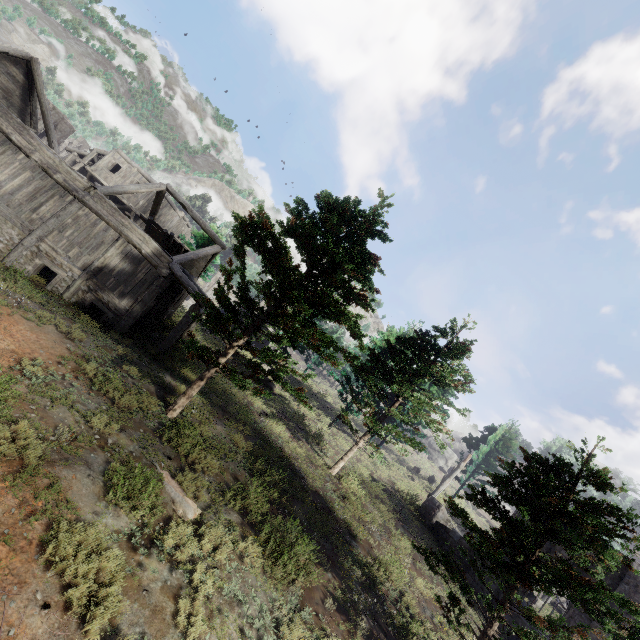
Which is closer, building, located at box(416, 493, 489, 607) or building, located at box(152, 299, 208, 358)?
building, located at box(152, 299, 208, 358)

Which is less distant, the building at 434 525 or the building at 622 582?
the building at 622 582

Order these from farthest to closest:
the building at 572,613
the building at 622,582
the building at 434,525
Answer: the building at 434,525, the building at 572,613, the building at 622,582

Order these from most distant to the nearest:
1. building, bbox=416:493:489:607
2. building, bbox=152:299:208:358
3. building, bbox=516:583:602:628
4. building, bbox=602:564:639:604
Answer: building, bbox=416:493:489:607, building, bbox=152:299:208:358, building, bbox=516:583:602:628, building, bbox=602:564:639:604

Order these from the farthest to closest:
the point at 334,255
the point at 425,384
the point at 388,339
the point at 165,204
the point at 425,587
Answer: the point at 165,204 < the point at 425,384 < the point at 388,339 < the point at 425,587 < the point at 334,255

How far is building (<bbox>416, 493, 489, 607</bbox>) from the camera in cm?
1653
